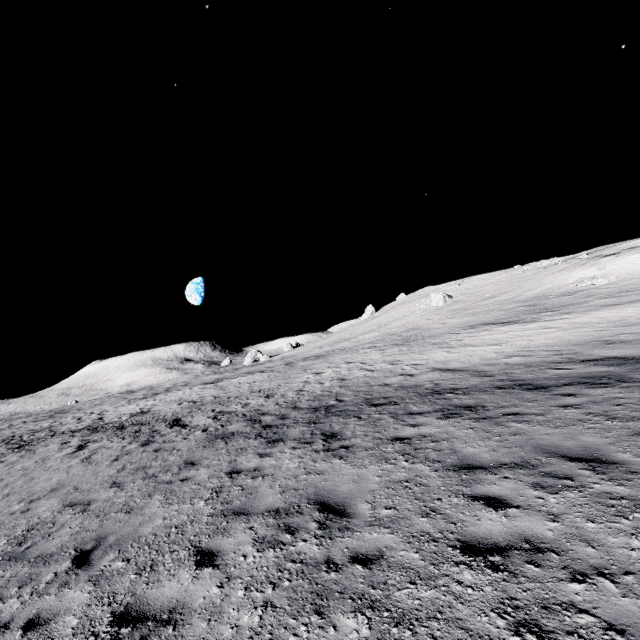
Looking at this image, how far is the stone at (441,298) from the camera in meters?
51.1

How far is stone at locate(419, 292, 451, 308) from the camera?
51.1m

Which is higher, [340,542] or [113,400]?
[113,400]
